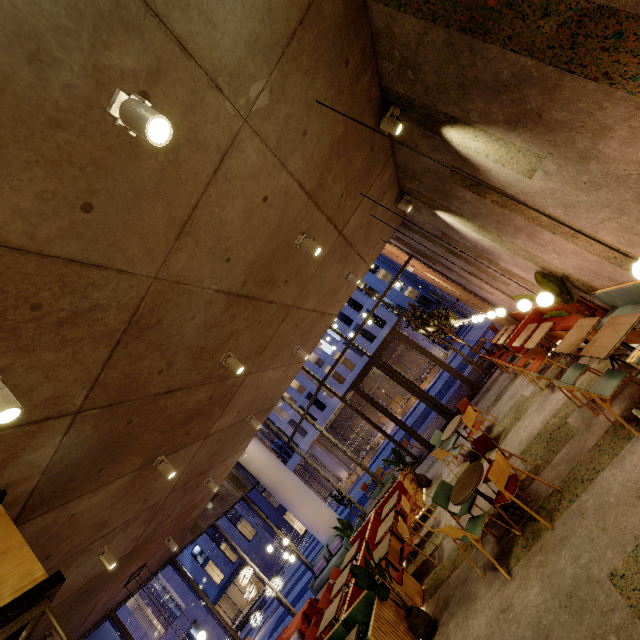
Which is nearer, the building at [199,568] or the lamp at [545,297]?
the lamp at [545,297]

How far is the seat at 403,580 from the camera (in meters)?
5.22

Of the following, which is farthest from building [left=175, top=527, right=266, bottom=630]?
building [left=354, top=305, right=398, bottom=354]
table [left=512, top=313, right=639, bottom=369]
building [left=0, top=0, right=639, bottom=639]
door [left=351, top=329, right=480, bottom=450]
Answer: table [left=512, top=313, right=639, bottom=369]

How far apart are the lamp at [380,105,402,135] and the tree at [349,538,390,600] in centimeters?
596cm

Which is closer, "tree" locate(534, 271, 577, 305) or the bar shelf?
the bar shelf

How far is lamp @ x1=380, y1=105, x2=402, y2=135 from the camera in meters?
3.9 m

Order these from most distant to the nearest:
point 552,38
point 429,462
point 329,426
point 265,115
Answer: point 329,426
point 429,462
point 265,115
point 552,38

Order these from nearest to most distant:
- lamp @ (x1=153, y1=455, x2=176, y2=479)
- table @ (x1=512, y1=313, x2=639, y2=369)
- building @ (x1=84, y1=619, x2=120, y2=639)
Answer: table @ (x1=512, y1=313, x2=639, y2=369), lamp @ (x1=153, y1=455, x2=176, y2=479), building @ (x1=84, y1=619, x2=120, y2=639)
